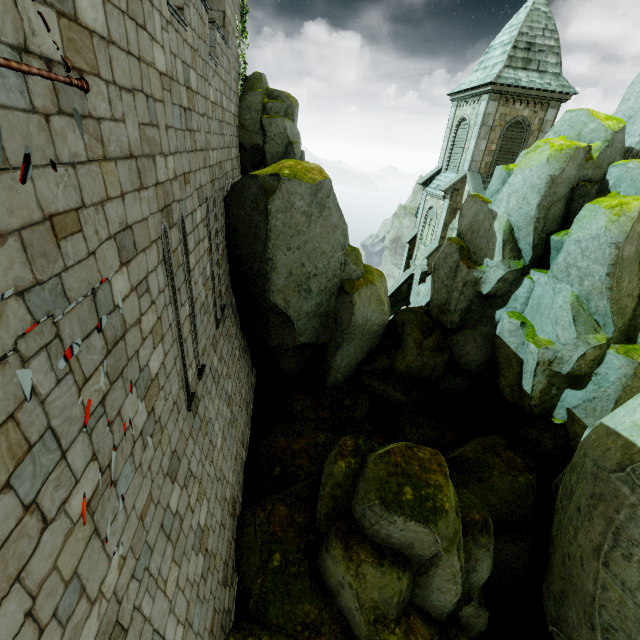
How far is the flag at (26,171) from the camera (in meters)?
2.19

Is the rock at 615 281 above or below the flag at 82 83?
below

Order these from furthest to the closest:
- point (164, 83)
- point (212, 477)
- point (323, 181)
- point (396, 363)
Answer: point (396, 363)
point (323, 181)
point (212, 477)
point (164, 83)

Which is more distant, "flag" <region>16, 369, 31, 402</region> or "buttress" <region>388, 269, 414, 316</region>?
"buttress" <region>388, 269, 414, 316</region>

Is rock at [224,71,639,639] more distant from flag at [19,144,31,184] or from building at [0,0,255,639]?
flag at [19,144,31,184]

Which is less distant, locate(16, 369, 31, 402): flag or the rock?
locate(16, 369, 31, 402): flag

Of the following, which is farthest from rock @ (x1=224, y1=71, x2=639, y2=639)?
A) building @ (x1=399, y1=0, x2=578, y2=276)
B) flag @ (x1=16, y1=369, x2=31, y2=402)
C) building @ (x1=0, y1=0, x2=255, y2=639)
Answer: flag @ (x1=16, y1=369, x2=31, y2=402)

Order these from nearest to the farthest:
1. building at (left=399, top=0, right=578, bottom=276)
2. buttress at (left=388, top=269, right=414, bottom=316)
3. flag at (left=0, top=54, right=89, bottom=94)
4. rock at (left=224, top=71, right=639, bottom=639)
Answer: flag at (left=0, top=54, right=89, bottom=94) → rock at (left=224, top=71, right=639, bottom=639) → building at (left=399, top=0, right=578, bottom=276) → buttress at (left=388, top=269, right=414, bottom=316)
